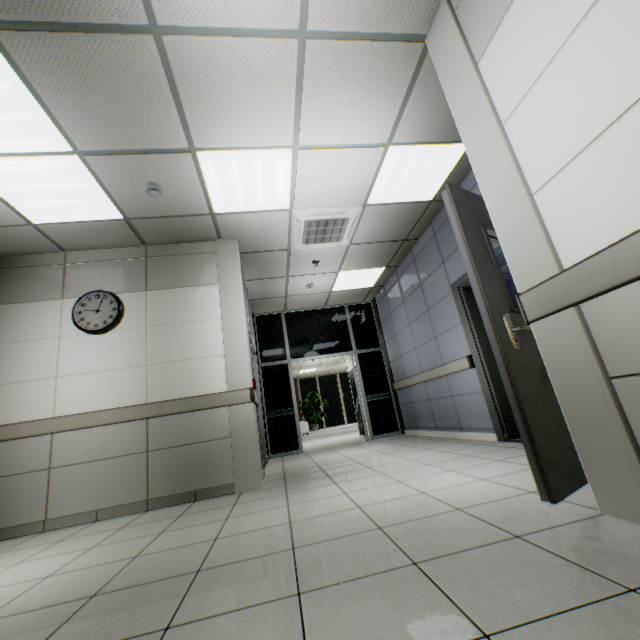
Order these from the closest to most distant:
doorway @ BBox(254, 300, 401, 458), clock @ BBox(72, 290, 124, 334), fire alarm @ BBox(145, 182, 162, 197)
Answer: fire alarm @ BBox(145, 182, 162, 197) → clock @ BBox(72, 290, 124, 334) → doorway @ BBox(254, 300, 401, 458)

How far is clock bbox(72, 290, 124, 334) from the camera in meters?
3.9

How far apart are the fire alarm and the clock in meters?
1.5 m

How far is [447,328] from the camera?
5.0m

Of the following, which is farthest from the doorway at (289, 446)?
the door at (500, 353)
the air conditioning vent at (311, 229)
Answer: the door at (500, 353)

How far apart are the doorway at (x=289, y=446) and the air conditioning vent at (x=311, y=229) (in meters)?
2.87

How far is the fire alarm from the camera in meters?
3.4 m

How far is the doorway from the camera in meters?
7.1
